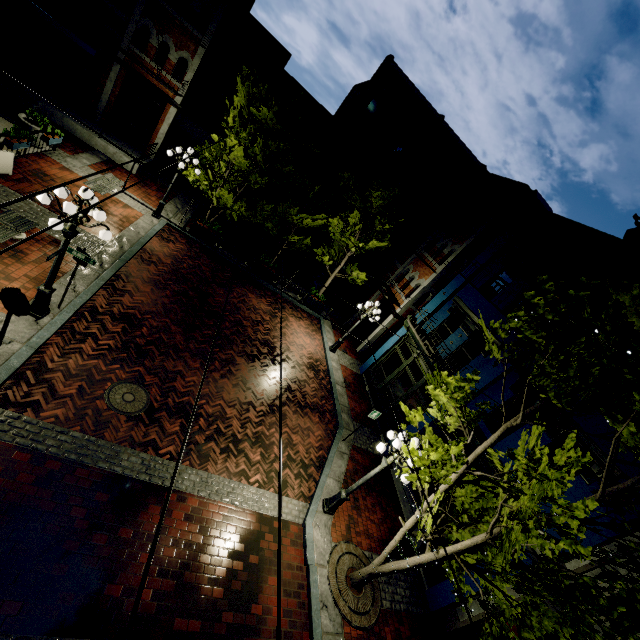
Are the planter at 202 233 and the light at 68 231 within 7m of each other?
no

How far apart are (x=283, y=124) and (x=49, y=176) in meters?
9.5

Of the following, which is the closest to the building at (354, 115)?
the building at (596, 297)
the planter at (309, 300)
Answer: the building at (596, 297)

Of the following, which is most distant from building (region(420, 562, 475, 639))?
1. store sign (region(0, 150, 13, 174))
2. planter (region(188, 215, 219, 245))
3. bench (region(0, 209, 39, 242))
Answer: store sign (region(0, 150, 13, 174))

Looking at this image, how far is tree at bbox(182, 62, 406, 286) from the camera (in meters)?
13.82

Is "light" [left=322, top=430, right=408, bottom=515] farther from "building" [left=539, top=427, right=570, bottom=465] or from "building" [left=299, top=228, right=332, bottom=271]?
"building" [left=299, top=228, right=332, bottom=271]

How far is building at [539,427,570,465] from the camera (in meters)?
9.08

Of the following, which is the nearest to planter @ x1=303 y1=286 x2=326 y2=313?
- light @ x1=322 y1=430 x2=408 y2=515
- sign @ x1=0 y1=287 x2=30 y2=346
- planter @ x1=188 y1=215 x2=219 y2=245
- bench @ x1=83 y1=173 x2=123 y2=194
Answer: planter @ x1=188 y1=215 x2=219 y2=245
